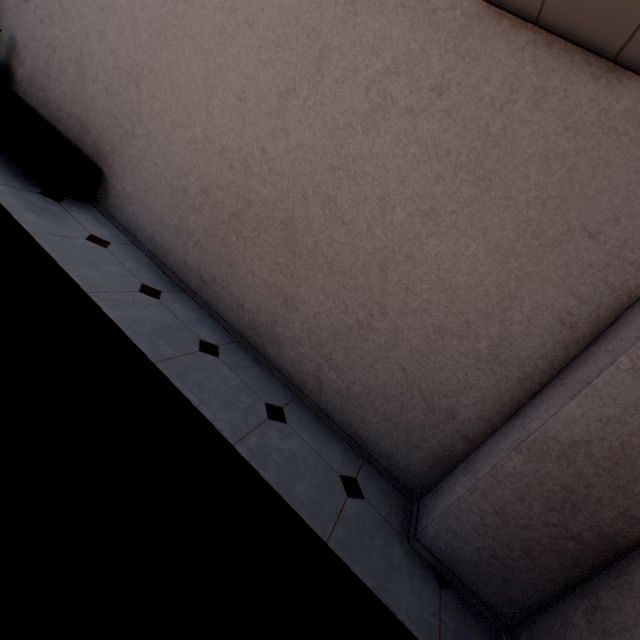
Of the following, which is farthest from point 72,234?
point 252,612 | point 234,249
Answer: point 252,612
